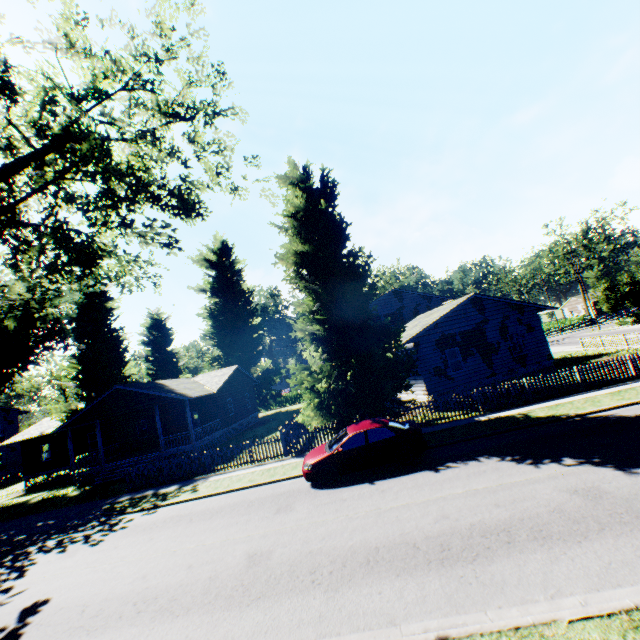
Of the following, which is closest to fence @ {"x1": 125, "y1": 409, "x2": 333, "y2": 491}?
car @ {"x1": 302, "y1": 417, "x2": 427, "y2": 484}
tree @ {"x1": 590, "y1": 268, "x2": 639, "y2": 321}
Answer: car @ {"x1": 302, "y1": 417, "x2": 427, "y2": 484}

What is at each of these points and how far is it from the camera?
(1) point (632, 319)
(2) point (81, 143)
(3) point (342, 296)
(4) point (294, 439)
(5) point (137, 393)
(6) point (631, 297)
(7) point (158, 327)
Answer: (1) hedge, 43.1m
(2) plant, 7.3m
(3) plant, 16.4m
(4) fence, 17.4m
(5) house, 24.8m
(6) tree, 45.2m
(7) plant, 43.7m

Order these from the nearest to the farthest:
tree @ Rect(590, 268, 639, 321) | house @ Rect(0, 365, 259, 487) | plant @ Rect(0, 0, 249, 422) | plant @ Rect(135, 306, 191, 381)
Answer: plant @ Rect(0, 0, 249, 422)
house @ Rect(0, 365, 259, 487)
plant @ Rect(135, 306, 191, 381)
tree @ Rect(590, 268, 639, 321)

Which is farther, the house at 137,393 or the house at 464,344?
the house at 137,393

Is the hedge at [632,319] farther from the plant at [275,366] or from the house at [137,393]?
the house at [137,393]

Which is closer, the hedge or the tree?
the hedge

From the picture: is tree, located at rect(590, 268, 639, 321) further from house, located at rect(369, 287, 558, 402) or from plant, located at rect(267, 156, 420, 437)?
house, located at rect(369, 287, 558, 402)
